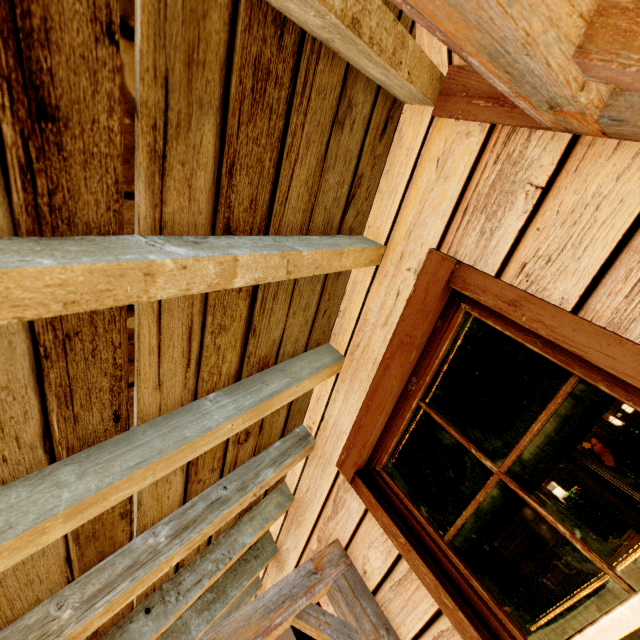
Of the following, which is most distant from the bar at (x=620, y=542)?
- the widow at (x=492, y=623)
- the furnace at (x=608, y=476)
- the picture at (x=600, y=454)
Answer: the widow at (x=492, y=623)

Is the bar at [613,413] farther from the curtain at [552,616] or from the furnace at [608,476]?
the curtain at [552,616]

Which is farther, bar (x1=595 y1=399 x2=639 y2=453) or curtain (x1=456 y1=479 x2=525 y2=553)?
bar (x1=595 y1=399 x2=639 y2=453)

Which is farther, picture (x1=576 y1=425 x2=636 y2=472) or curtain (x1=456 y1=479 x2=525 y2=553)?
picture (x1=576 y1=425 x2=636 y2=472)

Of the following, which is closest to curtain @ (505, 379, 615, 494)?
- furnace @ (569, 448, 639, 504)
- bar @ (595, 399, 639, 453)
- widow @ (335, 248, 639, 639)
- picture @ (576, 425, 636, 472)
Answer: widow @ (335, 248, 639, 639)

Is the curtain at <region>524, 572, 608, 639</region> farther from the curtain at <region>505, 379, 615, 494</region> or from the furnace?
the furnace

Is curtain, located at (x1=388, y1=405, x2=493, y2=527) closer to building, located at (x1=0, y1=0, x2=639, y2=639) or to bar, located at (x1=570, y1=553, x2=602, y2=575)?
building, located at (x1=0, y1=0, x2=639, y2=639)

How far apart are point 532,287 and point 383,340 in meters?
0.7
